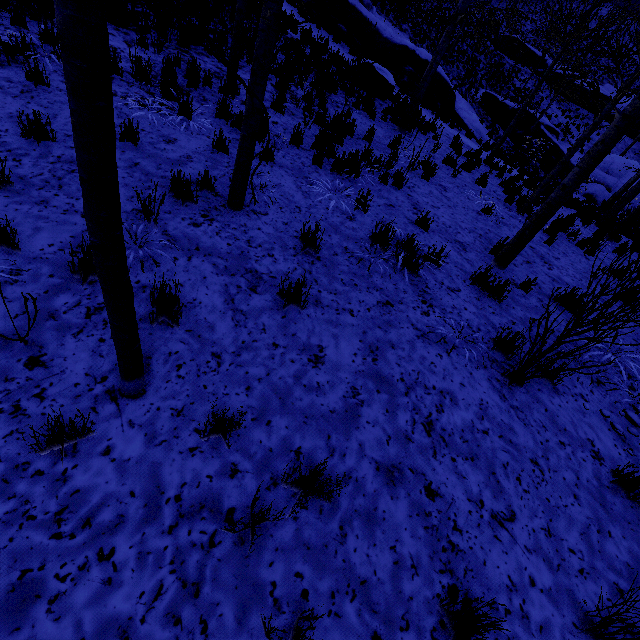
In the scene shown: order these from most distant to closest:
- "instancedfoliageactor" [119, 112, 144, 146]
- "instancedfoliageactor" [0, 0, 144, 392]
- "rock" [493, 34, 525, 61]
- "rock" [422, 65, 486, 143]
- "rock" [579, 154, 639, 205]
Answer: "rock" [493, 34, 525, 61] < "rock" [579, 154, 639, 205] < "rock" [422, 65, 486, 143] < "instancedfoliageactor" [119, 112, 144, 146] < "instancedfoliageactor" [0, 0, 144, 392]

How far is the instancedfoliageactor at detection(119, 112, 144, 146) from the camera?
4.34m

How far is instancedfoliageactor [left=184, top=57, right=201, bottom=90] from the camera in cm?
645

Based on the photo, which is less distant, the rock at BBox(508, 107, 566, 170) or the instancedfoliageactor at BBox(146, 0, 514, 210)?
the instancedfoliageactor at BBox(146, 0, 514, 210)

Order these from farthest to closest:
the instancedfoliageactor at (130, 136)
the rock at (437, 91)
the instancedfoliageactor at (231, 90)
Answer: the rock at (437, 91) → the instancedfoliageactor at (130, 136) → the instancedfoliageactor at (231, 90)

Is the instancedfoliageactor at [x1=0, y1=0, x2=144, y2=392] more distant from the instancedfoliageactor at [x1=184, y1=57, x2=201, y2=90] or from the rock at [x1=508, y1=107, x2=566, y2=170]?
the rock at [x1=508, y1=107, x2=566, y2=170]

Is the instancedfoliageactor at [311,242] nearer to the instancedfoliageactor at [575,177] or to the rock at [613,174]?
the instancedfoliageactor at [575,177]

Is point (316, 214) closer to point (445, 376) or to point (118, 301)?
point (445, 376)
